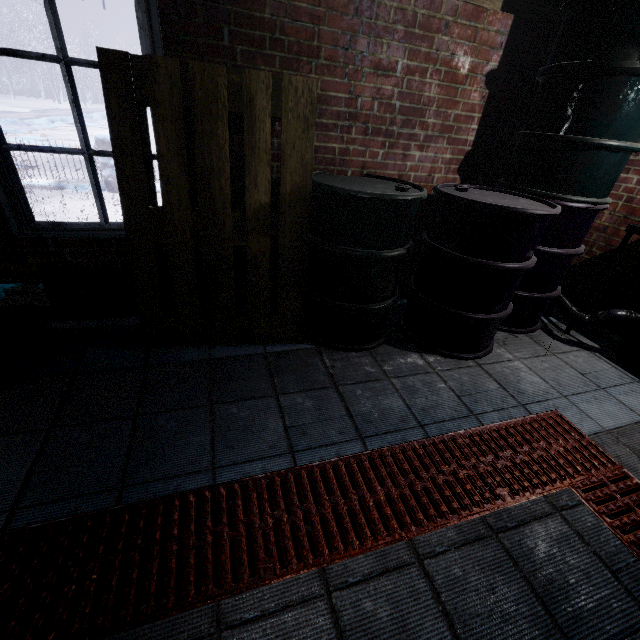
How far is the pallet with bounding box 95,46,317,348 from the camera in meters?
1.5 m

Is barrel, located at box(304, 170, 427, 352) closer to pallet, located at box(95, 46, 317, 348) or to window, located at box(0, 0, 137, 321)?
pallet, located at box(95, 46, 317, 348)

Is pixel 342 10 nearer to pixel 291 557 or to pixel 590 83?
pixel 590 83

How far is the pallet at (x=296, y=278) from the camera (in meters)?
1.52

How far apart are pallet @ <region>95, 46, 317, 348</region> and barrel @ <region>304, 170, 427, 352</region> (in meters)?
0.03

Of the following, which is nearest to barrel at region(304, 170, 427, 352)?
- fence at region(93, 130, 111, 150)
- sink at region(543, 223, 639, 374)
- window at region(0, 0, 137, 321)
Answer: window at region(0, 0, 137, 321)

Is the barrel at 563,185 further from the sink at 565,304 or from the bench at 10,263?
the bench at 10,263

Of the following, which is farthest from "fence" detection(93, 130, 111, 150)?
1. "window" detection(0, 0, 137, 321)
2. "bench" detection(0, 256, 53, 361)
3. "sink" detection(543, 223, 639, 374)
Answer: "sink" detection(543, 223, 639, 374)
